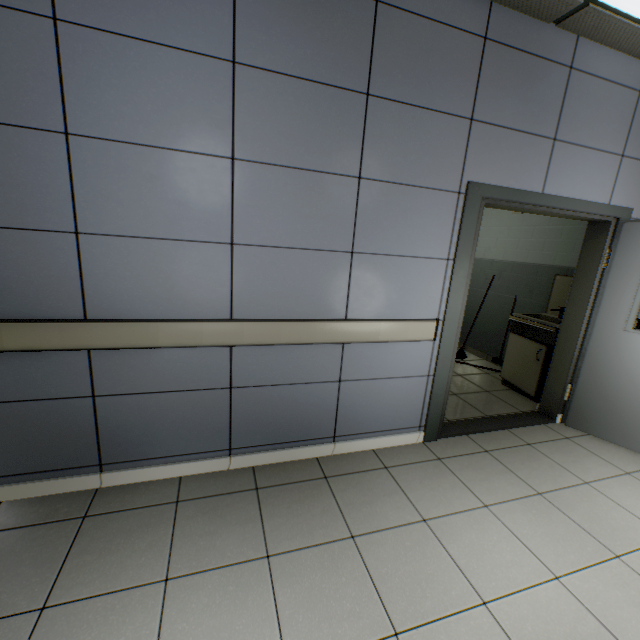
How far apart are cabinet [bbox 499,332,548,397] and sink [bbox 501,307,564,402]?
0.2m

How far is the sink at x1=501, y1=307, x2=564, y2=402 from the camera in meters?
3.6

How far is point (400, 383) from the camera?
2.7m

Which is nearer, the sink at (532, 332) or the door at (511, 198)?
the door at (511, 198)

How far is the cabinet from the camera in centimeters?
368cm

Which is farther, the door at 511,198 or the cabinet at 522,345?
the cabinet at 522,345

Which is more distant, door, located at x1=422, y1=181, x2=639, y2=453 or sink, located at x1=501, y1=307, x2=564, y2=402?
sink, located at x1=501, y1=307, x2=564, y2=402

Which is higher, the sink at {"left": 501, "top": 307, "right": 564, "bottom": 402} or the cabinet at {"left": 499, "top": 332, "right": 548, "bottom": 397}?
the sink at {"left": 501, "top": 307, "right": 564, "bottom": 402}
